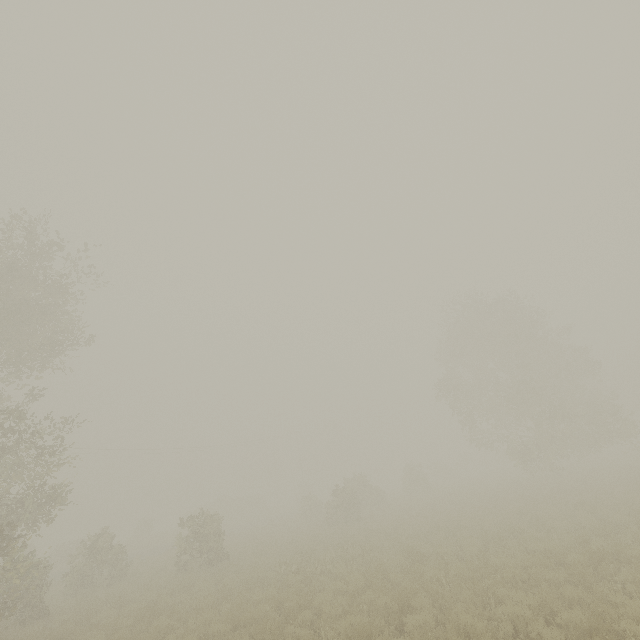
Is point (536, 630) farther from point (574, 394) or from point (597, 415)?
point (574, 394)
